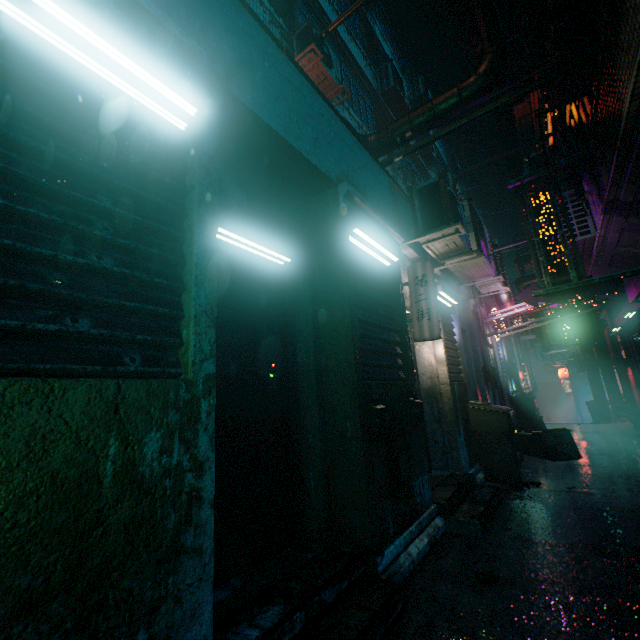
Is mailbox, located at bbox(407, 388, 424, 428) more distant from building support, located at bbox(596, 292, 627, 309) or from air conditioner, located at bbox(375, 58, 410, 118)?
air conditioner, located at bbox(375, 58, 410, 118)

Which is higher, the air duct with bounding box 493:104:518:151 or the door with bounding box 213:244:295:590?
the air duct with bounding box 493:104:518:151

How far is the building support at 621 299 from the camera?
7.74m

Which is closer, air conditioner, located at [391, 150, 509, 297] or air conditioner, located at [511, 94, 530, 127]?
air conditioner, located at [391, 150, 509, 297]

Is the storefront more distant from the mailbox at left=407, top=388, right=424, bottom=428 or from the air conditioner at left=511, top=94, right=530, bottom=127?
the air conditioner at left=511, top=94, right=530, bottom=127

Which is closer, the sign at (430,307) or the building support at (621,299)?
the sign at (430,307)

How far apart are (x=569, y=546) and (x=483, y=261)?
3.53m

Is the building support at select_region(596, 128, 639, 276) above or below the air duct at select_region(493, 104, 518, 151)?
below
